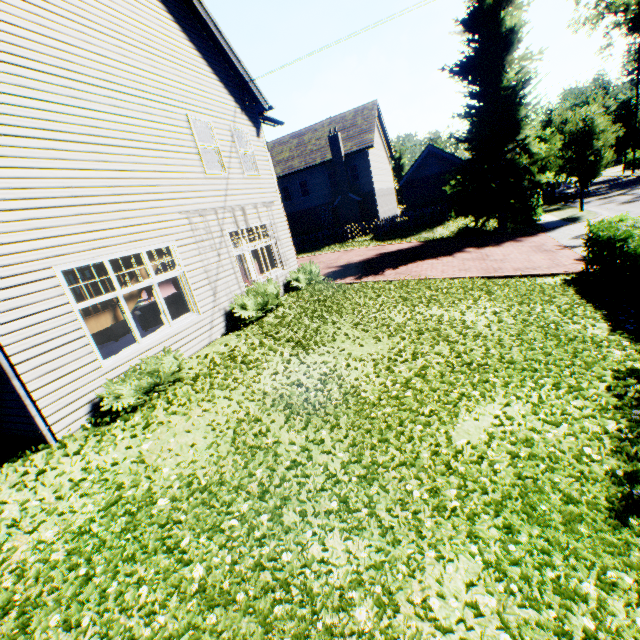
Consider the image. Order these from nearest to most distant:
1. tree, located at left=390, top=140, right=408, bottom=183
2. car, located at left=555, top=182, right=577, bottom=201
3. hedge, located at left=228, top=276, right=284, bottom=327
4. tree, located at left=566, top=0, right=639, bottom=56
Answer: hedge, located at left=228, top=276, right=284, bottom=327
car, located at left=555, top=182, right=577, bottom=201
tree, located at left=566, top=0, right=639, bottom=56
tree, located at left=390, top=140, right=408, bottom=183

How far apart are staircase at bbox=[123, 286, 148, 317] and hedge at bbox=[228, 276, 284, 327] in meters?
2.2

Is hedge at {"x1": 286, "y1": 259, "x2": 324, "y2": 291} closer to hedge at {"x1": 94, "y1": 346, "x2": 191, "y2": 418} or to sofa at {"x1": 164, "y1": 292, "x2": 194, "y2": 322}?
sofa at {"x1": 164, "y1": 292, "x2": 194, "y2": 322}

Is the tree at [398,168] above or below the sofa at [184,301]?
above

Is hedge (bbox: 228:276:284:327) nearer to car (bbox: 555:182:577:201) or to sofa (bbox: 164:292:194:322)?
sofa (bbox: 164:292:194:322)

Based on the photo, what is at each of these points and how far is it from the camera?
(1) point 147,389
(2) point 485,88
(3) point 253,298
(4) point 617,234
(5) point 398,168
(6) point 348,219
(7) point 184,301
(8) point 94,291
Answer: (1) hedge, 6.3 meters
(2) tree, 18.9 meters
(3) hedge, 10.1 meters
(4) hedge, 8.8 meters
(5) tree, 50.7 meters
(6) chimney, 29.6 meters
(7) sofa, 12.6 meters
(8) staircase, 8.2 meters

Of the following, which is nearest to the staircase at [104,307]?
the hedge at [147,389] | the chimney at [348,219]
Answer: the hedge at [147,389]
